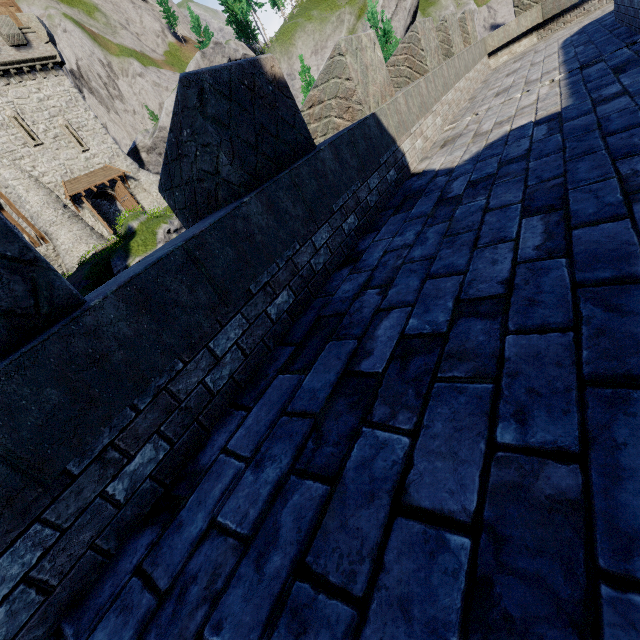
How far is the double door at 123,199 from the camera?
29.8 meters

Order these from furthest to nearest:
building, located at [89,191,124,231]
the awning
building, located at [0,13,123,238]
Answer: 1. building, located at [89,191,124,231]
2. the awning
3. building, located at [0,13,123,238]

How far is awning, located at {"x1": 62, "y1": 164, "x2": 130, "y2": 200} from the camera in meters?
27.3

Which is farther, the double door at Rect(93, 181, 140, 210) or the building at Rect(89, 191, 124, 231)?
the building at Rect(89, 191, 124, 231)

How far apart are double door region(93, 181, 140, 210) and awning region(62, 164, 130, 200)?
0.3m

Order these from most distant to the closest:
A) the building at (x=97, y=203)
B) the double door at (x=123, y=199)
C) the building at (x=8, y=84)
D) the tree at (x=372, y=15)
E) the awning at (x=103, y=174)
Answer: the building at (x=97, y=203) → the double door at (x=123, y=199) → the awning at (x=103, y=174) → the building at (x=8, y=84) → the tree at (x=372, y=15)

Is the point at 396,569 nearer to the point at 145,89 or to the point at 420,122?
the point at 420,122

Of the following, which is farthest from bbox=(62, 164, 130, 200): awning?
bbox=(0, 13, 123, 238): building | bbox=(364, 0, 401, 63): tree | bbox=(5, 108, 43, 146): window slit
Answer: bbox=(364, 0, 401, 63): tree
